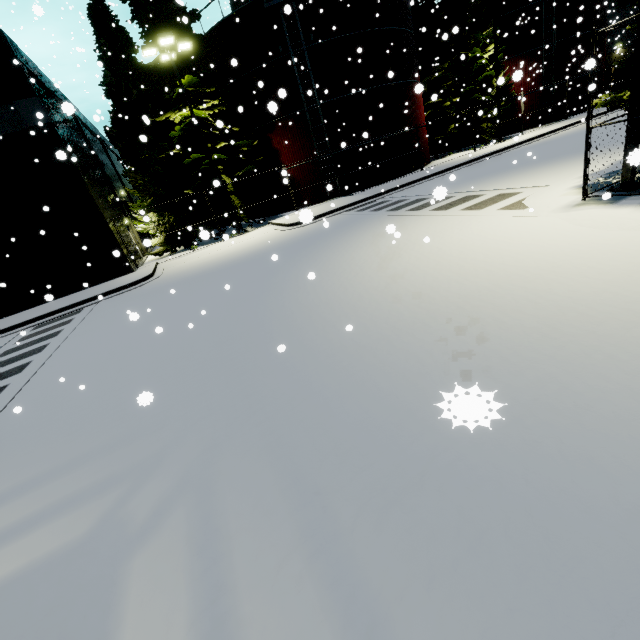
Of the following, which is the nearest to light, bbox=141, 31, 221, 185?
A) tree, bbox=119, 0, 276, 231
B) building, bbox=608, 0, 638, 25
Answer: tree, bbox=119, 0, 276, 231

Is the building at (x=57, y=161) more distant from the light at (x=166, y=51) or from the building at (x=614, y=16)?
the building at (x=614, y=16)

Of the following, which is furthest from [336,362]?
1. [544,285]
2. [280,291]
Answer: [280,291]

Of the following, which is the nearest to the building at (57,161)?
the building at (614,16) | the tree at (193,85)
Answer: the tree at (193,85)

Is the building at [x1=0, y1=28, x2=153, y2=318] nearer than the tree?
Yes

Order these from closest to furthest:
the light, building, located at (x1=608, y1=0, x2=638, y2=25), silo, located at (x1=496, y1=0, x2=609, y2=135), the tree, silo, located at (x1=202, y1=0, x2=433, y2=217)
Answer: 1. the light
2. the tree
3. silo, located at (x1=202, y1=0, x2=433, y2=217)
4. silo, located at (x1=496, y1=0, x2=609, y2=135)
5. building, located at (x1=608, y1=0, x2=638, y2=25)

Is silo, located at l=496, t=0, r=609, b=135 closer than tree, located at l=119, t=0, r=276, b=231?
No

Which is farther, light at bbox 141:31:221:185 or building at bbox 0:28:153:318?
light at bbox 141:31:221:185
